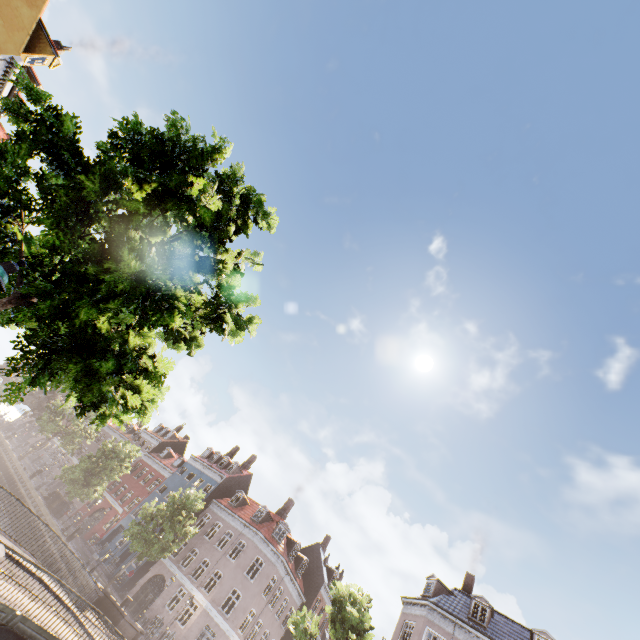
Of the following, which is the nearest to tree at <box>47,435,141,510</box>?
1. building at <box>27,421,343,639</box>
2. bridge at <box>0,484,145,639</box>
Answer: bridge at <box>0,484,145,639</box>

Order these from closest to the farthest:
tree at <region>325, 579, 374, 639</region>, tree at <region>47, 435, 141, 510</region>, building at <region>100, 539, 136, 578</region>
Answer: tree at <region>325, 579, 374, 639</region> < tree at <region>47, 435, 141, 510</region> < building at <region>100, 539, 136, 578</region>

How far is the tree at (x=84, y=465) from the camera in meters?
32.1 m

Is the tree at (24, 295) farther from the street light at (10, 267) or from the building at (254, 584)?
the building at (254, 584)

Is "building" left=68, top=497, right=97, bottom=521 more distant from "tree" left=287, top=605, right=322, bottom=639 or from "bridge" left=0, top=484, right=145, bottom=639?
"bridge" left=0, top=484, right=145, bottom=639

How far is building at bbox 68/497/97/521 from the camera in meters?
41.5

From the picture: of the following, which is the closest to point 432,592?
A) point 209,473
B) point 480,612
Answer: point 480,612

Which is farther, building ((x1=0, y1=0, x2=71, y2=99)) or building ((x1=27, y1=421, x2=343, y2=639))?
building ((x1=27, y1=421, x2=343, y2=639))
